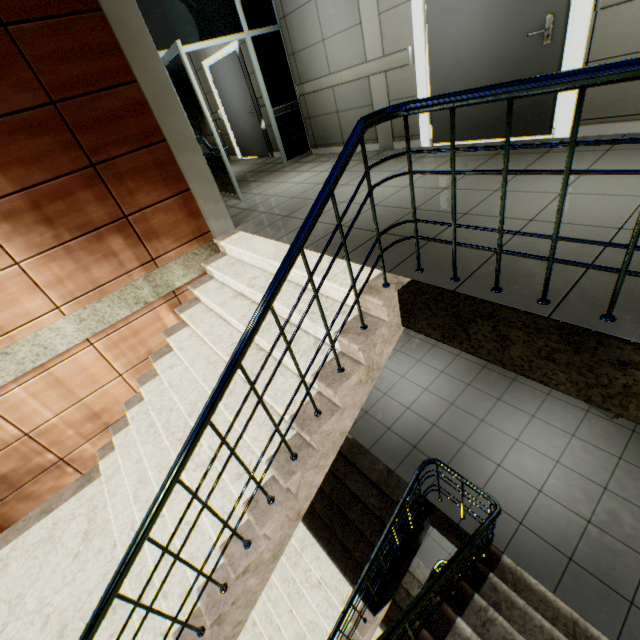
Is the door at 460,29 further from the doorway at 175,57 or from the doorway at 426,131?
the doorway at 175,57

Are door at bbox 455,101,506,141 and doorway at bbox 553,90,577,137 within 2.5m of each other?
yes

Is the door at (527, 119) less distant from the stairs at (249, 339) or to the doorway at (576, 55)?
the doorway at (576, 55)

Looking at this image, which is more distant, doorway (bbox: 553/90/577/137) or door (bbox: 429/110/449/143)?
door (bbox: 429/110/449/143)

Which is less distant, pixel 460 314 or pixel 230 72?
pixel 460 314

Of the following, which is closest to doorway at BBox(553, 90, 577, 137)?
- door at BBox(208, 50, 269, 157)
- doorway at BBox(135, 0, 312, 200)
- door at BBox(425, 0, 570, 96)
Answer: door at BBox(425, 0, 570, 96)

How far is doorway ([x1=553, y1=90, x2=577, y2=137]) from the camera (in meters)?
3.27
